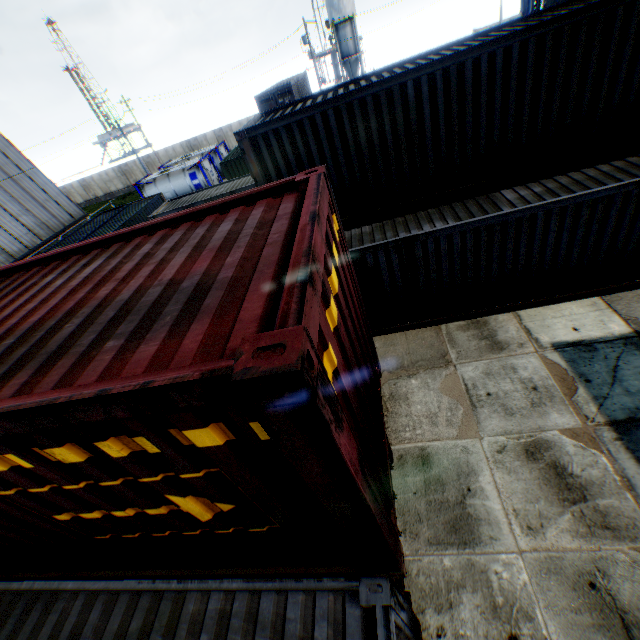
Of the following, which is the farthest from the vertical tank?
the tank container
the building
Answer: the building

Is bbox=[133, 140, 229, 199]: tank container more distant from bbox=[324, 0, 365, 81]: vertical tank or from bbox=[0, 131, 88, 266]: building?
bbox=[324, 0, 365, 81]: vertical tank

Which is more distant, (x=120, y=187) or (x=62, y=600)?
(x=120, y=187)

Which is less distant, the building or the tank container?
the building

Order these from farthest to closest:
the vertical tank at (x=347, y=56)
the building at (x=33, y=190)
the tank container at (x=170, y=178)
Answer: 1. the vertical tank at (x=347, y=56)
2. the tank container at (x=170, y=178)
3. the building at (x=33, y=190)

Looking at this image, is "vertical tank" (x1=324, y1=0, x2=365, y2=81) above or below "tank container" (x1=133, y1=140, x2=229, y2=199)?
above

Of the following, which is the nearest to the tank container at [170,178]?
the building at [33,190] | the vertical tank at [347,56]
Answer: the building at [33,190]
